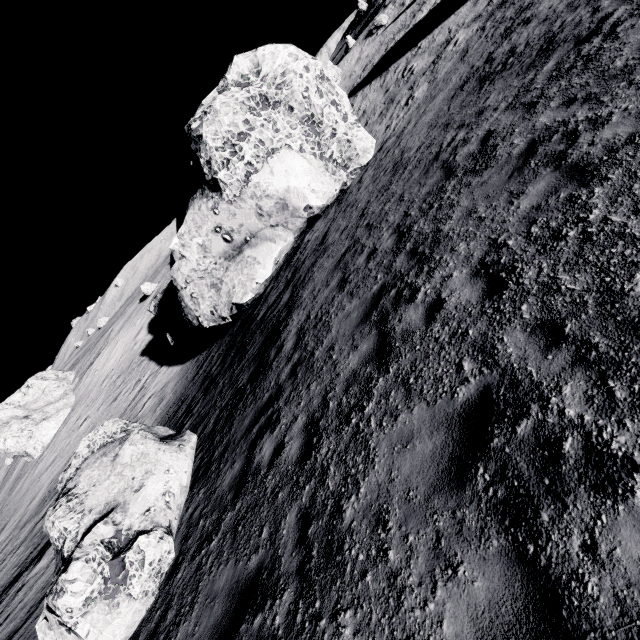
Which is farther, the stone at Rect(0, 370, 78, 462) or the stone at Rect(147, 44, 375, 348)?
the stone at Rect(0, 370, 78, 462)

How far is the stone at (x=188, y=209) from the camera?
13.5m

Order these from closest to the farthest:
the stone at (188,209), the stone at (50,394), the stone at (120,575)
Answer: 1. the stone at (120,575)
2. the stone at (188,209)
3. the stone at (50,394)

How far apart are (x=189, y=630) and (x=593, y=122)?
10.7 meters

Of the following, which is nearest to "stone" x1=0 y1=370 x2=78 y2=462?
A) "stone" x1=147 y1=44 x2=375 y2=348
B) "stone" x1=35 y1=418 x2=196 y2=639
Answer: "stone" x1=147 y1=44 x2=375 y2=348

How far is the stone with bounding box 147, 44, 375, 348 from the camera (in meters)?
13.52

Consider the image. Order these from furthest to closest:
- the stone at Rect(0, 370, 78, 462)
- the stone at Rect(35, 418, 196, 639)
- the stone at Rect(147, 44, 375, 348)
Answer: the stone at Rect(0, 370, 78, 462) < the stone at Rect(147, 44, 375, 348) < the stone at Rect(35, 418, 196, 639)

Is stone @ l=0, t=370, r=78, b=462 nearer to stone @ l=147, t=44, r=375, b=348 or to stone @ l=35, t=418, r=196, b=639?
stone @ l=147, t=44, r=375, b=348
